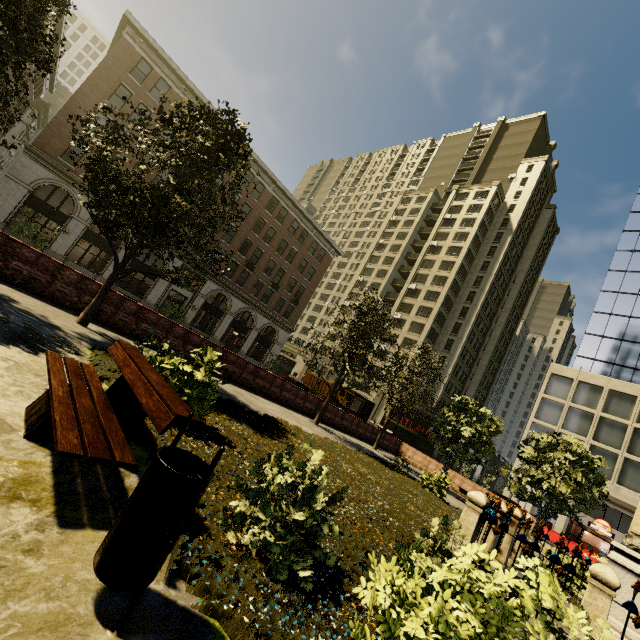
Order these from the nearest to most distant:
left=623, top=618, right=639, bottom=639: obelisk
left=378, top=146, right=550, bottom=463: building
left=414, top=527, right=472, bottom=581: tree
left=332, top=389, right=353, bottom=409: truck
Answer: → left=414, top=527, right=472, bottom=581: tree < left=623, top=618, right=639, bottom=639: obelisk < left=332, top=389, right=353, bottom=409: truck < left=378, top=146, right=550, bottom=463: building

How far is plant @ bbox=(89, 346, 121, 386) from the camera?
5.66m

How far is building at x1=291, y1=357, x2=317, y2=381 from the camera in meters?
56.6

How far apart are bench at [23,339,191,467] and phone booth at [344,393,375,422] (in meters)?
19.86

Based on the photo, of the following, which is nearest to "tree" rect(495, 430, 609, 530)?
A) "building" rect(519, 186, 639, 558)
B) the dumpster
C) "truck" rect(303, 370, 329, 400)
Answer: the dumpster

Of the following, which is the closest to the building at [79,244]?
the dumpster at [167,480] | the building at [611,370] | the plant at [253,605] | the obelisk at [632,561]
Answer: the building at [611,370]

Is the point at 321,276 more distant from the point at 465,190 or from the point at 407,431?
the point at 465,190

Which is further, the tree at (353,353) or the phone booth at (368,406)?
the phone booth at (368,406)
